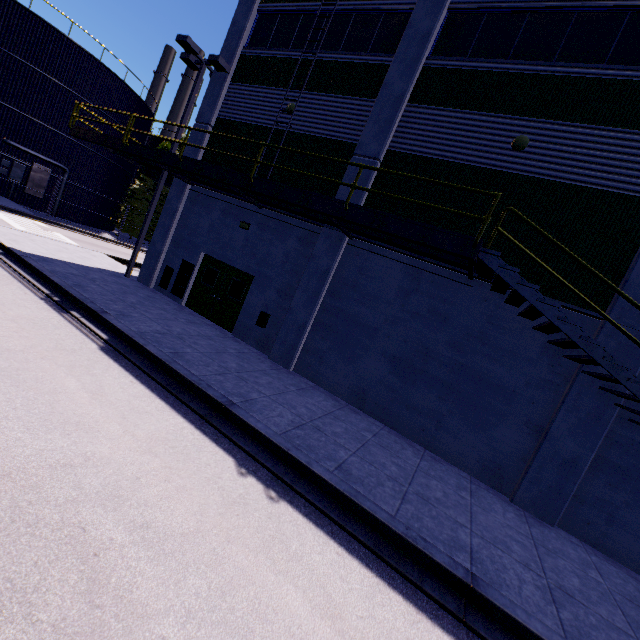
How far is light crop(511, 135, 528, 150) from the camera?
8.59m

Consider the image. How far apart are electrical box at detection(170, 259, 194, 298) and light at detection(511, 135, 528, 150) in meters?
11.7 m

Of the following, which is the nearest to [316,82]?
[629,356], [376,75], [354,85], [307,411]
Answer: [354,85]

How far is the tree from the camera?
31.5 meters

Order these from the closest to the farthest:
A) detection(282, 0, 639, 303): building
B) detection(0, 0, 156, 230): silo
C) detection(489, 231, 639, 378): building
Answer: detection(489, 231, 639, 378): building → detection(282, 0, 639, 303): building → detection(0, 0, 156, 230): silo

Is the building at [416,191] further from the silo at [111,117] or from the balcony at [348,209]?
the silo at [111,117]

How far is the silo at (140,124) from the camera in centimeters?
2905cm

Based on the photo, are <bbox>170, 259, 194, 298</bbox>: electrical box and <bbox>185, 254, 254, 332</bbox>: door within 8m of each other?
yes
